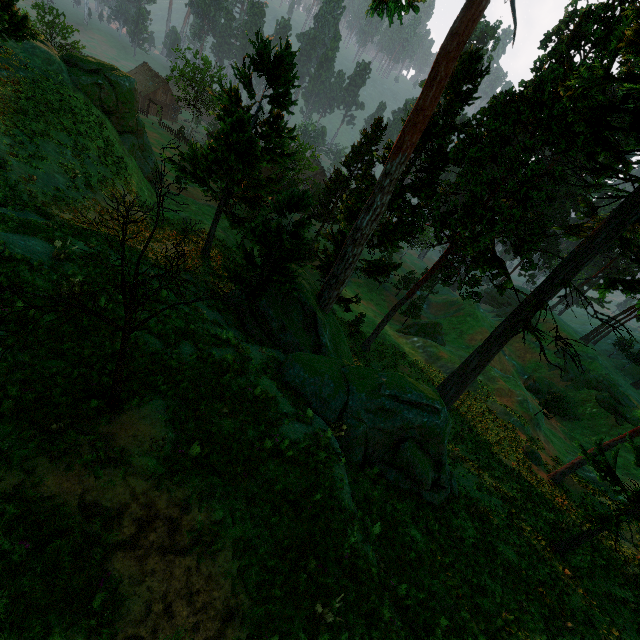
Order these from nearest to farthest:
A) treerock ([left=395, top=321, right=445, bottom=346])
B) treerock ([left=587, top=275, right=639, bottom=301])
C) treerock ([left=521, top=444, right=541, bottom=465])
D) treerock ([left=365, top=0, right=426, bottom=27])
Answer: treerock ([left=365, top=0, right=426, bottom=27]), treerock ([left=587, top=275, right=639, bottom=301]), treerock ([left=521, top=444, right=541, bottom=465]), treerock ([left=395, top=321, right=445, bottom=346])

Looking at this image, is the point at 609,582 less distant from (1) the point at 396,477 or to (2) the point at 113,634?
(1) the point at 396,477

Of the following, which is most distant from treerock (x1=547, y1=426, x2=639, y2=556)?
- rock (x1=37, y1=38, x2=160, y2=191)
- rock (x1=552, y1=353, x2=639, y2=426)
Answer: rock (x1=552, y1=353, x2=639, y2=426)

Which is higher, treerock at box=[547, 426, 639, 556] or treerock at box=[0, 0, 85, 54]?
treerock at box=[0, 0, 85, 54]

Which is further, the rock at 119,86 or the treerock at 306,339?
the rock at 119,86

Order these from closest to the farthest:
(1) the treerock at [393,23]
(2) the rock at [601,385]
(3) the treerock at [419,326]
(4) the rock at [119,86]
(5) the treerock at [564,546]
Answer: (5) the treerock at [564,546] < (1) the treerock at [393,23] < (4) the rock at [119,86] < (2) the rock at [601,385] < (3) the treerock at [419,326]

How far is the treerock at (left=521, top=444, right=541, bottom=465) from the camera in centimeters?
2658cm

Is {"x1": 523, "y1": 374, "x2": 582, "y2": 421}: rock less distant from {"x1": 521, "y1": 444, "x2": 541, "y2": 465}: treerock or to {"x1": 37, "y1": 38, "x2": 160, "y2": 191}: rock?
{"x1": 521, "y1": 444, "x2": 541, "y2": 465}: treerock
